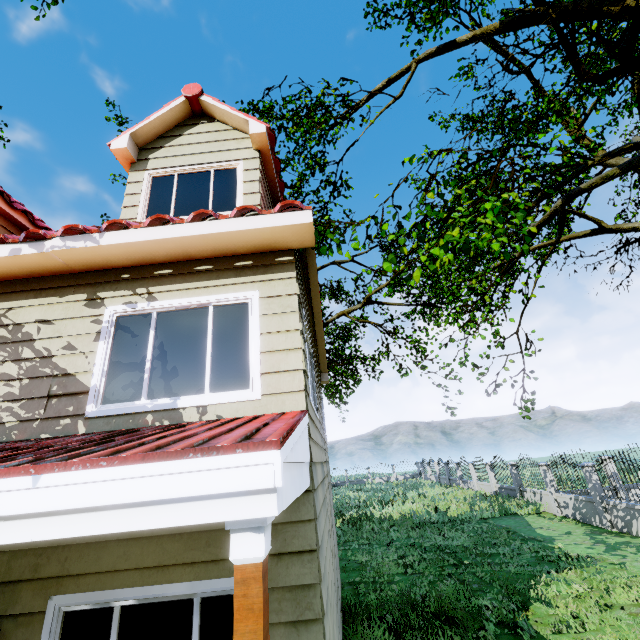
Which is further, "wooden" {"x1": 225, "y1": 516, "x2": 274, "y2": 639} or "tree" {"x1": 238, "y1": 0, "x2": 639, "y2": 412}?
"tree" {"x1": 238, "y1": 0, "x2": 639, "y2": 412}

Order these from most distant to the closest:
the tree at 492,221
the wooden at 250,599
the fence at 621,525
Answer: the fence at 621,525 → the tree at 492,221 → the wooden at 250,599

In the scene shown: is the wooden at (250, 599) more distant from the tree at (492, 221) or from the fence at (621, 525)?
the tree at (492, 221)

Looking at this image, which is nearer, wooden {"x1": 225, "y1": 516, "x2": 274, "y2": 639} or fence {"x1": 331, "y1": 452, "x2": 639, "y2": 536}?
wooden {"x1": 225, "y1": 516, "x2": 274, "y2": 639}

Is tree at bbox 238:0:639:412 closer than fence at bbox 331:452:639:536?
Yes

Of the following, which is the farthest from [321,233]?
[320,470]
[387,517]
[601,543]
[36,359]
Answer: [387,517]

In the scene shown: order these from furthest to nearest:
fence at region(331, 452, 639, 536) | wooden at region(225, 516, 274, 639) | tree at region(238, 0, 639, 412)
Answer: fence at region(331, 452, 639, 536), tree at region(238, 0, 639, 412), wooden at region(225, 516, 274, 639)

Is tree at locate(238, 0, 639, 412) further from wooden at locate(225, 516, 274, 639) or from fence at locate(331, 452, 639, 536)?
wooden at locate(225, 516, 274, 639)
